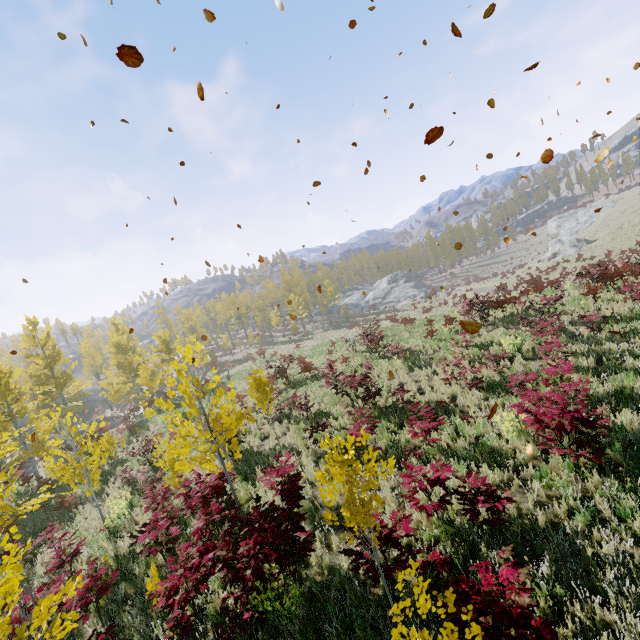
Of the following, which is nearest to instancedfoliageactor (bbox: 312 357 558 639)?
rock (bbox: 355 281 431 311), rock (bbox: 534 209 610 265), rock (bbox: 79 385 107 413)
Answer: rock (bbox: 79 385 107 413)

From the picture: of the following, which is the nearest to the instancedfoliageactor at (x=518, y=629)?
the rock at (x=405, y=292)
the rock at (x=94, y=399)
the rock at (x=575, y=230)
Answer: the rock at (x=94, y=399)

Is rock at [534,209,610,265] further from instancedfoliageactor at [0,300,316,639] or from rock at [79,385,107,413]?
rock at [79,385,107,413]

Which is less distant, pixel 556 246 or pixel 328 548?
pixel 328 548

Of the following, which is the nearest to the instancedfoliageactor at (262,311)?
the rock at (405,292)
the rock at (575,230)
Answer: the rock at (405,292)

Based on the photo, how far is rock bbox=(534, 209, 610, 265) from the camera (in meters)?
44.19
